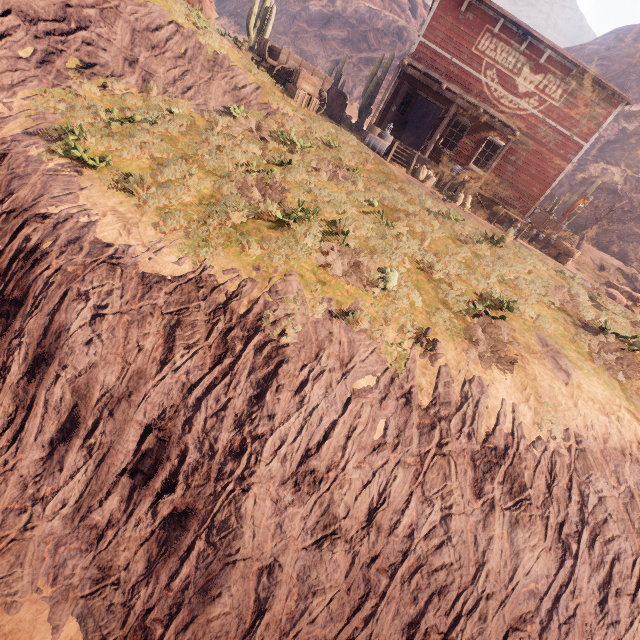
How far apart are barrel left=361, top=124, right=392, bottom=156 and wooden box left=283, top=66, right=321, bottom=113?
2.35m

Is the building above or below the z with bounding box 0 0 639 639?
above

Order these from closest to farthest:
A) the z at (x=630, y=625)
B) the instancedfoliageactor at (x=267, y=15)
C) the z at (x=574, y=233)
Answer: the z at (x=630, y=625)
the instancedfoliageactor at (x=267, y=15)
the z at (x=574, y=233)

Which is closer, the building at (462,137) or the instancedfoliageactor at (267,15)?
A: the building at (462,137)

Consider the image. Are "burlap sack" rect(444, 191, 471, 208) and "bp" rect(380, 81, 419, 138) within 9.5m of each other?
yes

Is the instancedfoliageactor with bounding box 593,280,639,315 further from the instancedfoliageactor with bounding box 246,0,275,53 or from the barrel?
the instancedfoliageactor with bounding box 246,0,275,53

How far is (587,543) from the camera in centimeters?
557cm

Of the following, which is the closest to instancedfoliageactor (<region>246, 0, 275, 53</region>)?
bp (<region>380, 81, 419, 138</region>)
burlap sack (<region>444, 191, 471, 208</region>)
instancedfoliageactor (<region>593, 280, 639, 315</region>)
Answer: bp (<region>380, 81, 419, 138</region>)
